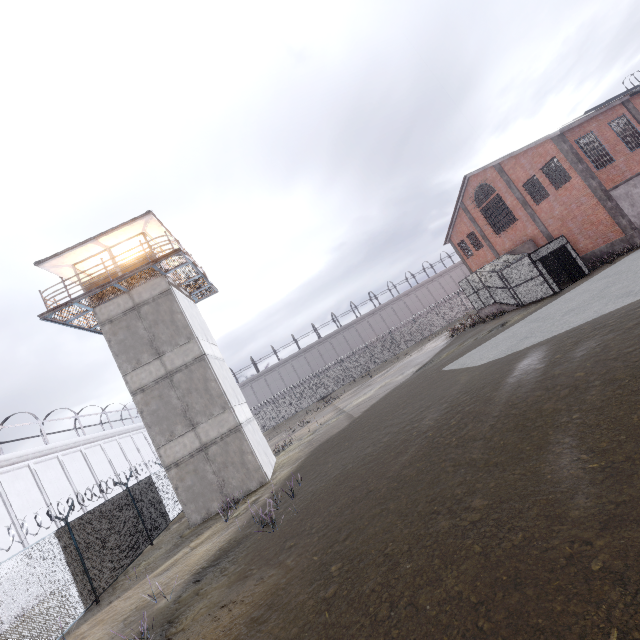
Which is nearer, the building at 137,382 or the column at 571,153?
the building at 137,382

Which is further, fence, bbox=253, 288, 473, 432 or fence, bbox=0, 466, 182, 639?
fence, bbox=253, 288, 473, 432

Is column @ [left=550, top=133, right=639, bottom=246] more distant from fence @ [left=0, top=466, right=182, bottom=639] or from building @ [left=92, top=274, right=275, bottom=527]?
fence @ [left=0, top=466, right=182, bottom=639]

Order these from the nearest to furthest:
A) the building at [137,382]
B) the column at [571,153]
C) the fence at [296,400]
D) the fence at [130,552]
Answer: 1. the fence at [130,552]
2. the building at [137,382]
3. the column at [571,153]
4. the fence at [296,400]

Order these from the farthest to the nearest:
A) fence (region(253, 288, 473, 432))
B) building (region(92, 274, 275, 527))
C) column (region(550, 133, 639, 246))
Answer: fence (region(253, 288, 473, 432)) → column (region(550, 133, 639, 246)) → building (region(92, 274, 275, 527))

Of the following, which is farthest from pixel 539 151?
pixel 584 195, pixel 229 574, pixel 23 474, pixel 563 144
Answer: pixel 23 474

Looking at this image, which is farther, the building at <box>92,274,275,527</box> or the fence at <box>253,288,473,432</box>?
the fence at <box>253,288,473,432</box>
